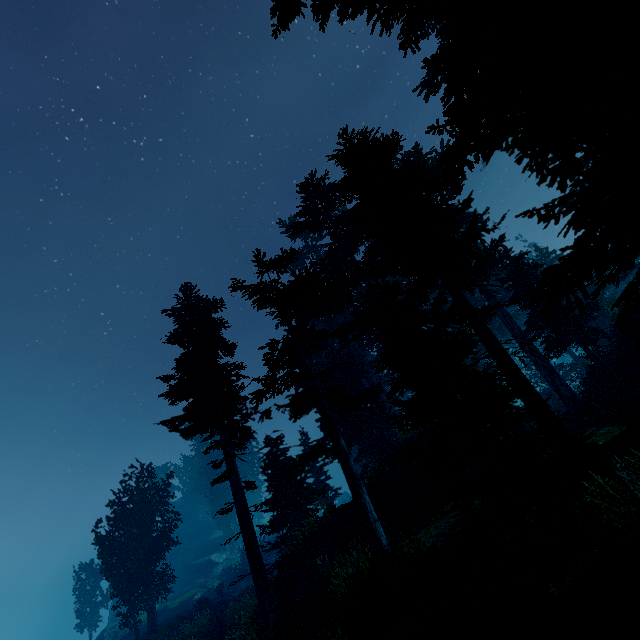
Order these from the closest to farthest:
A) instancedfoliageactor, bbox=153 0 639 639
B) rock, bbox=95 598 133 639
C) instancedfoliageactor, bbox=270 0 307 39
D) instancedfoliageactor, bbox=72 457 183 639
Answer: instancedfoliageactor, bbox=153 0 639 639 < instancedfoliageactor, bbox=270 0 307 39 < instancedfoliageactor, bbox=72 457 183 639 < rock, bbox=95 598 133 639

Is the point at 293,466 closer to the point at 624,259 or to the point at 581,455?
the point at 581,455

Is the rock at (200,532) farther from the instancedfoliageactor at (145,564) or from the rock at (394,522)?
the rock at (394,522)

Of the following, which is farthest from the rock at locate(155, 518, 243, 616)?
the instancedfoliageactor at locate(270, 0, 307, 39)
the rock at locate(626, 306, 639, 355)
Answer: the rock at locate(626, 306, 639, 355)

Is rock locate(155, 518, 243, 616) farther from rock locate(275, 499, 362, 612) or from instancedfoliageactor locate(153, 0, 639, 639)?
rock locate(275, 499, 362, 612)

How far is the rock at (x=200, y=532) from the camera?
35.4m

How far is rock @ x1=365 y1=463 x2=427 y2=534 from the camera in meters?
14.7 m

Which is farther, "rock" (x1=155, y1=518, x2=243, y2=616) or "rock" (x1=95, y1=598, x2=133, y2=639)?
"rock" (x1=155, y1=518, x2=243, y2=616)
